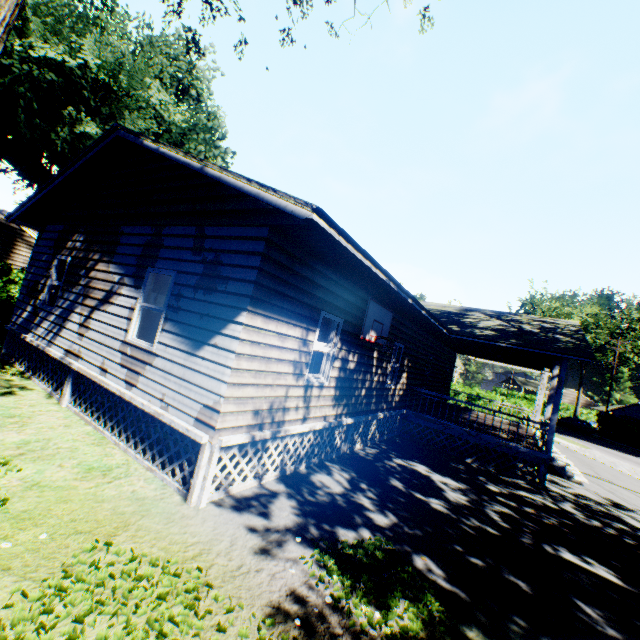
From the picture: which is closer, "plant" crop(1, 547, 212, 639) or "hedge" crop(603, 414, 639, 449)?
"plant" crop(1, 547, 212, 639)

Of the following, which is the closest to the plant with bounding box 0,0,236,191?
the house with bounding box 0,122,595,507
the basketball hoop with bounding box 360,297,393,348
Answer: the house with bounding box 0,122,595,507

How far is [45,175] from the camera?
23.4 meters

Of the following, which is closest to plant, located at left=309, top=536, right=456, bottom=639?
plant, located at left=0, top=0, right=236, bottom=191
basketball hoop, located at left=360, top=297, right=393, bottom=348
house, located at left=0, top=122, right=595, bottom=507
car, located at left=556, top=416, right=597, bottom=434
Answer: plant, located at left=0, top=0, right=236, bottom=191

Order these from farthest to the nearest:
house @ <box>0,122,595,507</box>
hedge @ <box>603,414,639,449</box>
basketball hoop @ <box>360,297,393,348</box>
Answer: hedge @ <box>603,414,639,449</box> < basketball hoop @ <box>360,297,393,348</box> < house @ <box>0,122,595,507</box>

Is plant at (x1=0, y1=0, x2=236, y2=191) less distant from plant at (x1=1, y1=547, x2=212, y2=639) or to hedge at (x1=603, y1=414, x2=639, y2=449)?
plant at (x1=1, y1=547, x2=212, y2=639)

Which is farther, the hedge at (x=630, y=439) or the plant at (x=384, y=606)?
the hedge at (x=630, y=439)

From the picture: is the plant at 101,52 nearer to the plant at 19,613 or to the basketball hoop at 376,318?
the plant at 19,613
